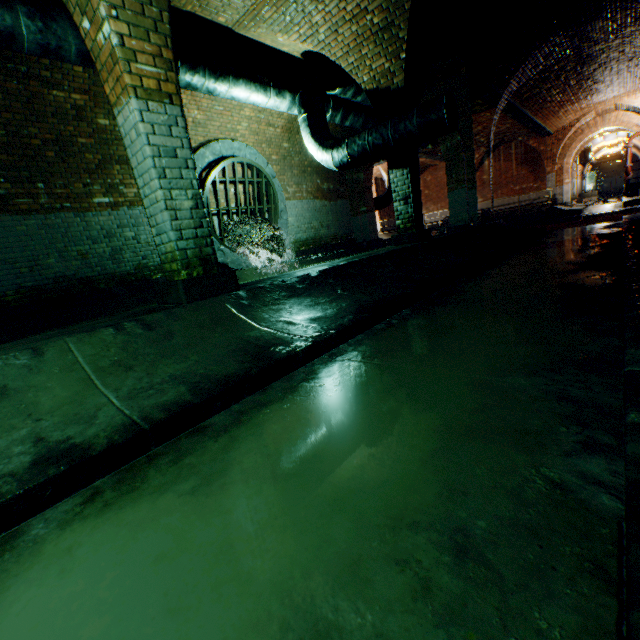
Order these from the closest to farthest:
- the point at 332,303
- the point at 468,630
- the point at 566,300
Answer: the point at 468,630 < the point at 566,300 < the point at 332,303

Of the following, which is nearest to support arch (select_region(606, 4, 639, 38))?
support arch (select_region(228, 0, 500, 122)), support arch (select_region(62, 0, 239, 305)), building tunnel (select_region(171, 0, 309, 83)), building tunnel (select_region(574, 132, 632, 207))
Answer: building tunnel (select_region(171, 0, 309, 83))

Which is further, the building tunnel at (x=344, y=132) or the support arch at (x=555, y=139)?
the support arch at (x=555, y=139)

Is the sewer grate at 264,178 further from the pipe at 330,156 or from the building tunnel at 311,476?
the pipe at 330,156

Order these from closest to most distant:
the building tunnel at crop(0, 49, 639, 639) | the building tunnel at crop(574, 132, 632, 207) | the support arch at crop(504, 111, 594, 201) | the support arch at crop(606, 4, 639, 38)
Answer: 1. the building tunnel at crop(0, 49, 639, 639)
2. the support arch at crop(606, 4, 639, 38)
3. the support arch at crop(504, 111, 594, 201)
4. the building tunnel at crop(574, 132, 632, 207)

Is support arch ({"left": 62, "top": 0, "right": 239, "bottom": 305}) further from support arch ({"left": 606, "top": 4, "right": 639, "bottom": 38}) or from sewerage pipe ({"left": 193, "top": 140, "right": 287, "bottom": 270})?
support arch ({"left": 606, "top": 4, "right": 639, "bottom": 38})

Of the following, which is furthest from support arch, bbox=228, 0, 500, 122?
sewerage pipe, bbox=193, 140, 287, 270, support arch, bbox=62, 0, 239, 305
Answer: sewerage pipe, bbox=193, 140, 287, 270

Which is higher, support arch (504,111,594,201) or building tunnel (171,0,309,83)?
building tunnel (171,0,309,83)
